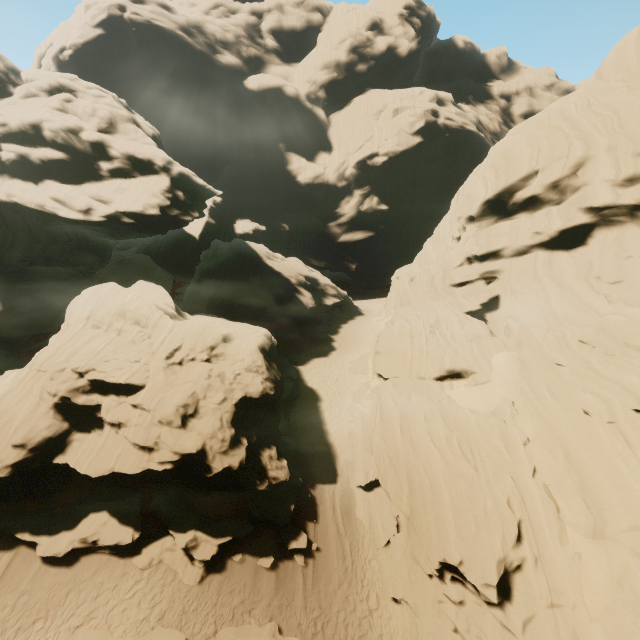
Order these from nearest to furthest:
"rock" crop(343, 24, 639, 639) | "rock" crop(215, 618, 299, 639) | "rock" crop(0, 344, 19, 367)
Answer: "rock" crop(215, 618, 299, 639), "rock" crop(343, 24, 639, 639), "rock" crop(0, 344, 19, 367)

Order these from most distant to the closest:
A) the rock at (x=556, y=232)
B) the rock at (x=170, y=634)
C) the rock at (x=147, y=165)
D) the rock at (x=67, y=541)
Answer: the rock at (x=147, y=165) < the rock at (x=67, y=541) < the rock at (x=556, y=232) < the rock at (x=170, y=634)

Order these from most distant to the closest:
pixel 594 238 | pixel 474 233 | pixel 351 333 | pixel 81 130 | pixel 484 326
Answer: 1. pixel 351 333
2. pixel 81 130
3. pixel 474 233
4. pixel 484 326
5. pixel 594 238

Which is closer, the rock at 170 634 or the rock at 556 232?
the rock at 170 634

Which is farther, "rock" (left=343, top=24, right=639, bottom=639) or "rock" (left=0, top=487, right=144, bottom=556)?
A: "rock" (left=0, top=487, right=144, bottom=556)

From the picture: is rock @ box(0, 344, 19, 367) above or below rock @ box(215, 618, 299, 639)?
above
